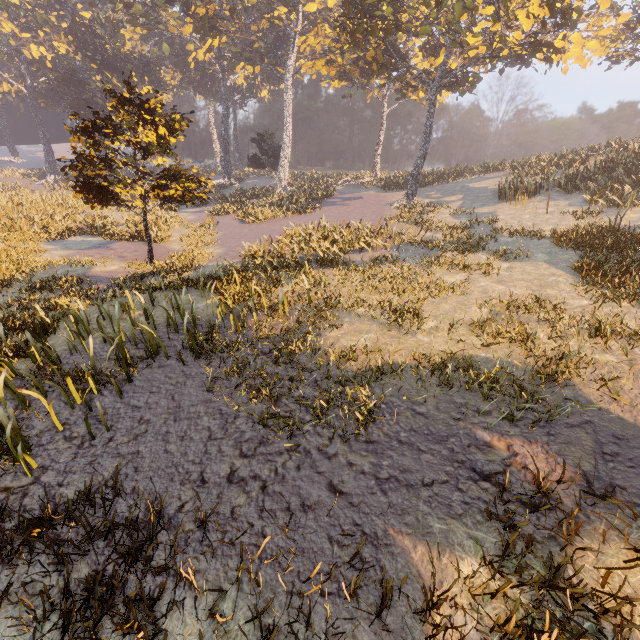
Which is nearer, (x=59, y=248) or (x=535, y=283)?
(x=535, y=283)
